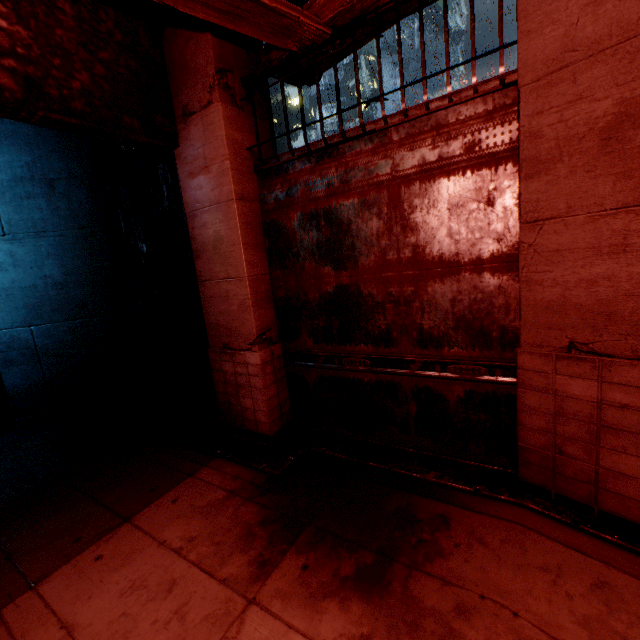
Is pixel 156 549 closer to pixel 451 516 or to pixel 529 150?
pixel 451 516
